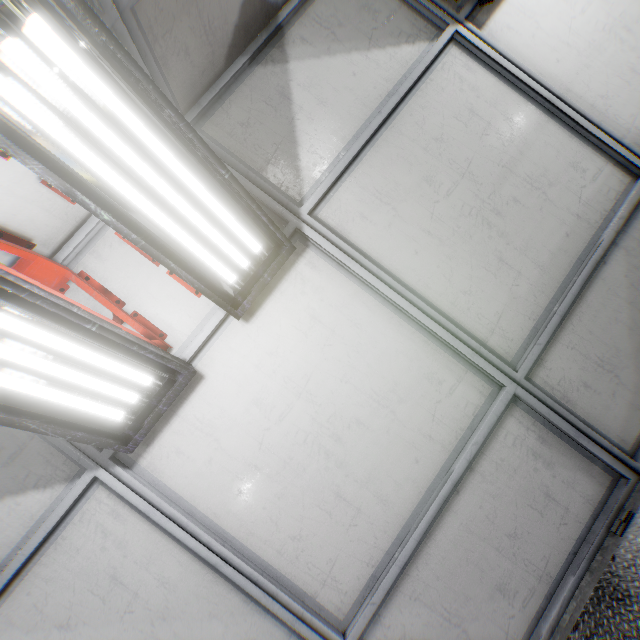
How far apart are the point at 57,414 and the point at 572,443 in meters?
3.2
